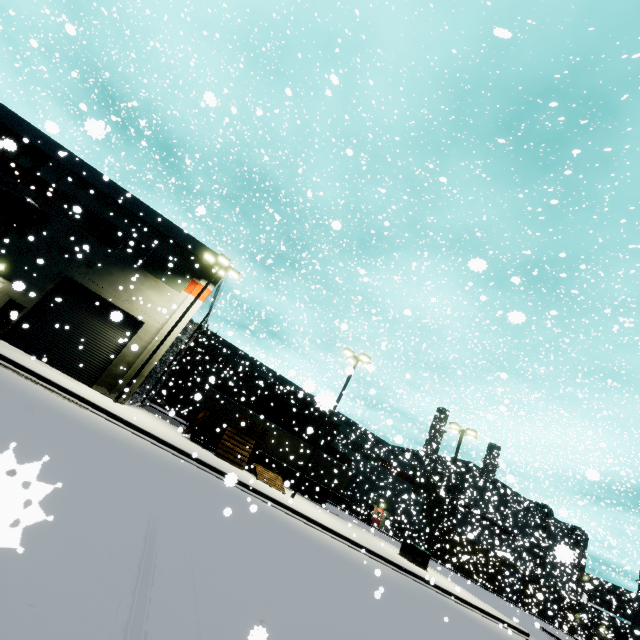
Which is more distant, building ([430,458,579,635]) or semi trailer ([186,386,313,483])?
building ([430,458,579,635])

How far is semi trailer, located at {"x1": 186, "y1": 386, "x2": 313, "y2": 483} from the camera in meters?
24.0 m

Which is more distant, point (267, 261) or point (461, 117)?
point (461, 117)

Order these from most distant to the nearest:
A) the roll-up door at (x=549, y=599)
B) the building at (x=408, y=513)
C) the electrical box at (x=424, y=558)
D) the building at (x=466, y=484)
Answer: the building at (x=408, y=513), the roll-up door at (x=549, y=599), the building at (x=466, y=484), the electrical box at (x=424, y=558)

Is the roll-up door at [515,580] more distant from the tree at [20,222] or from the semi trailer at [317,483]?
the tree at [20,222]

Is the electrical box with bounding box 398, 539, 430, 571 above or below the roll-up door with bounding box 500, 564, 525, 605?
below

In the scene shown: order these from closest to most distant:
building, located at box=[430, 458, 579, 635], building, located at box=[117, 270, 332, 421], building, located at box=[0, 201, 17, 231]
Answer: building, located at box=[0, 201, 17, 231] < building, located at box=[117, 270, 332, 421] < building, located at box=[430, 458, 579, 635]

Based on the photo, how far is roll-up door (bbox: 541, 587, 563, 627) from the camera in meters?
40.2 m
